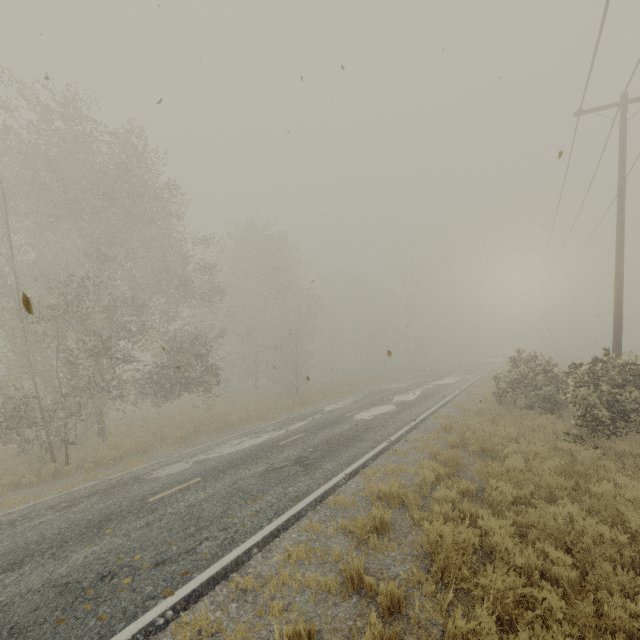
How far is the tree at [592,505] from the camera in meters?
5.7

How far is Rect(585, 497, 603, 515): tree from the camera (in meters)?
5.71

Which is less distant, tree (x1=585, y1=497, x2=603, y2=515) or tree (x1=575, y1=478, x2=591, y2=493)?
tree (x1=585, y1=497, x2=603, y2=515)

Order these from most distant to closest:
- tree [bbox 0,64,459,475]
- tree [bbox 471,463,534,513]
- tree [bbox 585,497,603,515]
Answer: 1. tree [bbox 0,64,459,475]
2. tree [bbox 471,463,534,513]
3. tree [bbox 585,497,603,515]

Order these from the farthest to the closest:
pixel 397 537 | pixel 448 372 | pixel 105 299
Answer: pixel 448 372, pixel 105 299, pixel 397 537
